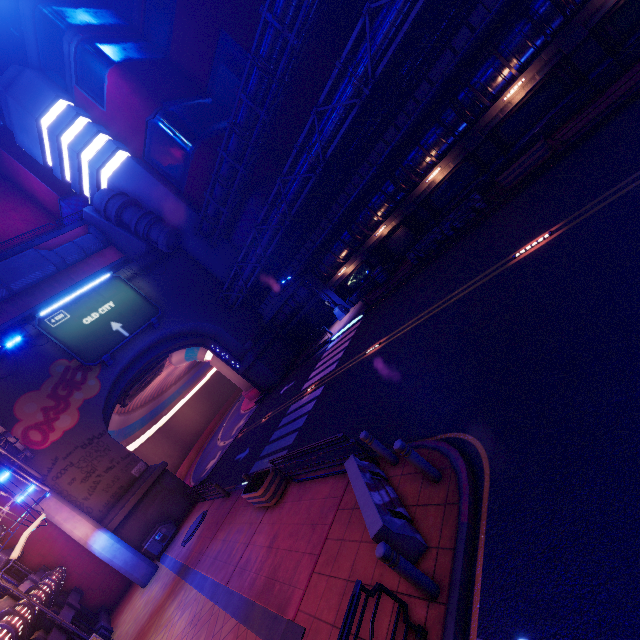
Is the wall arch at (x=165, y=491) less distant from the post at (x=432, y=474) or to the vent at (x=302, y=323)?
the vent at (x=302, y=323)

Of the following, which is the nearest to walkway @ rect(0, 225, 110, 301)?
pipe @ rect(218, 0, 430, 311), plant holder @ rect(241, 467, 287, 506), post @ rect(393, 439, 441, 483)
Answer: pipe @ rect(218, 0, 430, 311)

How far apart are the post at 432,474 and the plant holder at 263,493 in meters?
7.2 m

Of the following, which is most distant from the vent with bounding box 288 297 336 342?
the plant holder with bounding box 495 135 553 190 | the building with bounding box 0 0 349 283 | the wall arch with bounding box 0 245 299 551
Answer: the plant holder with bounding box 495 135 553 190

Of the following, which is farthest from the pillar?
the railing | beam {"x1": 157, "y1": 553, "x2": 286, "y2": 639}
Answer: the railing

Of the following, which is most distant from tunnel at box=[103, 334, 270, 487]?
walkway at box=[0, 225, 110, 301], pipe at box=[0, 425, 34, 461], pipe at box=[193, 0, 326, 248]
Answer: walkway at box=[0, 225, 110, 301]

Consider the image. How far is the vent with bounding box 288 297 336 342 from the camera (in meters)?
30.88

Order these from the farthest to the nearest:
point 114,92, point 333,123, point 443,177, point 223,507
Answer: point 114,92, point 443,177, point 333,123, point 223,507
